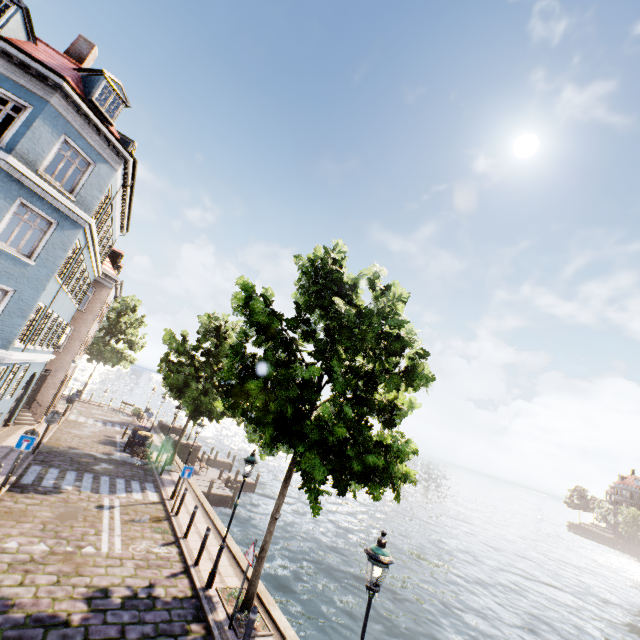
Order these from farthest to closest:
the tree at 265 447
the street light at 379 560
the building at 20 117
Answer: the building at 20 117, the tree at 265 447, the street light at 379 560

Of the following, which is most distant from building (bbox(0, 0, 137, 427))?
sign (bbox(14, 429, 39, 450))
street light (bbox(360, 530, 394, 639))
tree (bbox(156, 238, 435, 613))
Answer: street light (bbox(360, 530, 394, 639))

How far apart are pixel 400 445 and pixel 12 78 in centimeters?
1732cm

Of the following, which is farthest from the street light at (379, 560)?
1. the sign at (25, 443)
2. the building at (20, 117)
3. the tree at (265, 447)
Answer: the building at (20, 117)

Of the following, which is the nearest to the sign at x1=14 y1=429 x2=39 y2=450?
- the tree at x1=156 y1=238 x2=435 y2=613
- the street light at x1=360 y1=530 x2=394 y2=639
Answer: the tree at x1=156 y1=238 x2=435 y2=613

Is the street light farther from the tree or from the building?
the building

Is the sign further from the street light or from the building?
the street light
